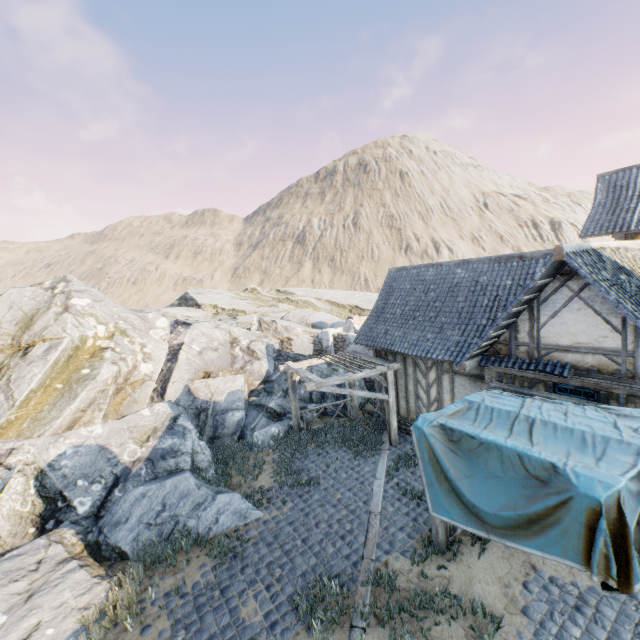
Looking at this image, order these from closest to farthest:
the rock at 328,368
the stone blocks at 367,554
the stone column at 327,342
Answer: the stone blocks at 367,554 → the rock at 328,368 → the stone column at 327,342

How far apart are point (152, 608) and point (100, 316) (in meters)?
11.46

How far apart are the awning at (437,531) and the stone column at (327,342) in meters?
11.2

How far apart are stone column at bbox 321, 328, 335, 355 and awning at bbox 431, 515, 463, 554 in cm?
1119

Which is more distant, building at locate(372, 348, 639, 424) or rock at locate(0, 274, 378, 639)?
rock at locate(0, 274, 378, 639)

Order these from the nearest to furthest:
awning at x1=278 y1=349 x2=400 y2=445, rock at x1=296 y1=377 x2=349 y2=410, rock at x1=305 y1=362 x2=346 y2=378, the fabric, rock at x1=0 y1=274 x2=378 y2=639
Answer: the fabric, rock at x1=0 y1=274 x2=378 y2=639, awning at x1=278 y1=349 x2=400 y2=445, rock at x1=296 y1=377 x2=349 y2=410, rock at x1=305 y1=362 x2=346 y2=378

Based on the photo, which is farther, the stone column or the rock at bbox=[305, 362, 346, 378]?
the stone column

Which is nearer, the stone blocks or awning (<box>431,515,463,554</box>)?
the stone blocks
